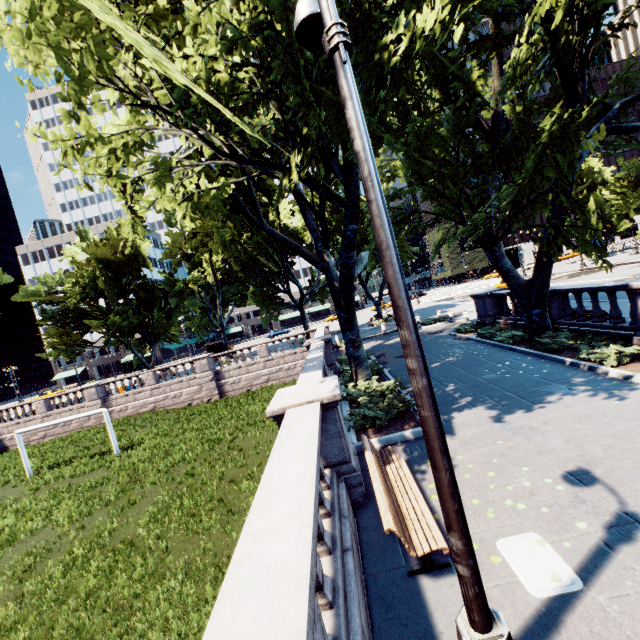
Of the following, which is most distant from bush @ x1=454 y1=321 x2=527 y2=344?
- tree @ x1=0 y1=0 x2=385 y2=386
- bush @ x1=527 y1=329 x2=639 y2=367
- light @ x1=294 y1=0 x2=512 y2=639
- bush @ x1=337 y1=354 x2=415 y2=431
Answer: light @ x1=294 y1=0 x2=512 y2=639

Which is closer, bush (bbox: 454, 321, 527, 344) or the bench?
the bench

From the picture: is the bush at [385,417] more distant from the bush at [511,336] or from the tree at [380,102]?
the bush at [511,336]

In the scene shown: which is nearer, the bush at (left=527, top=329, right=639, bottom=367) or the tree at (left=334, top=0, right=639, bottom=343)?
the tree at (left=334, top=0, right=639, bottom=343)

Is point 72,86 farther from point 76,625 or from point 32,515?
point 32,515

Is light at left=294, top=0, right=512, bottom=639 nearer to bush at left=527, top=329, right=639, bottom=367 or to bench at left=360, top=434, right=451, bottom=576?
bench at left=360, top=434, right=451, bottom=576

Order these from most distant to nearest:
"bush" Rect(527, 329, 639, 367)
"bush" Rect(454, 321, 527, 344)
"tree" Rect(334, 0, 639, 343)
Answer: "bush" Rect(454, 321, 527, 344) < "bush" Rect(527, 329, 639, 367) < "tree" Rect(334, 0, 639, 343)

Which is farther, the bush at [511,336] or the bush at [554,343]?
the bush at [511,336]
